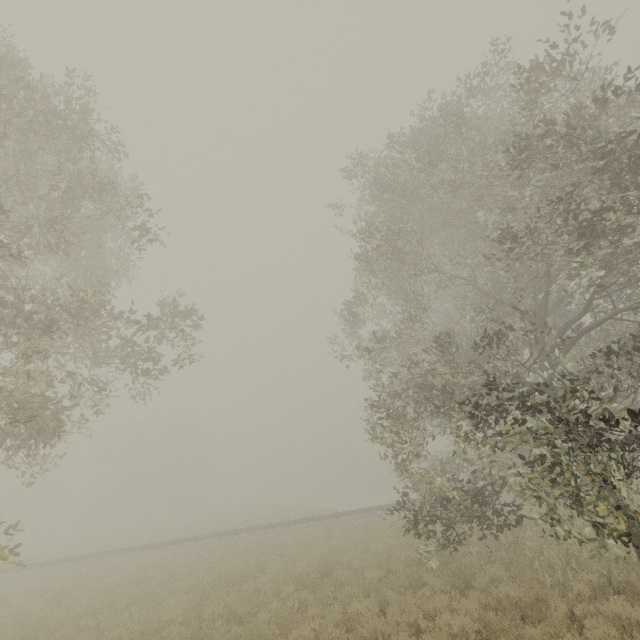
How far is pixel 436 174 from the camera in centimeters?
1016cm
